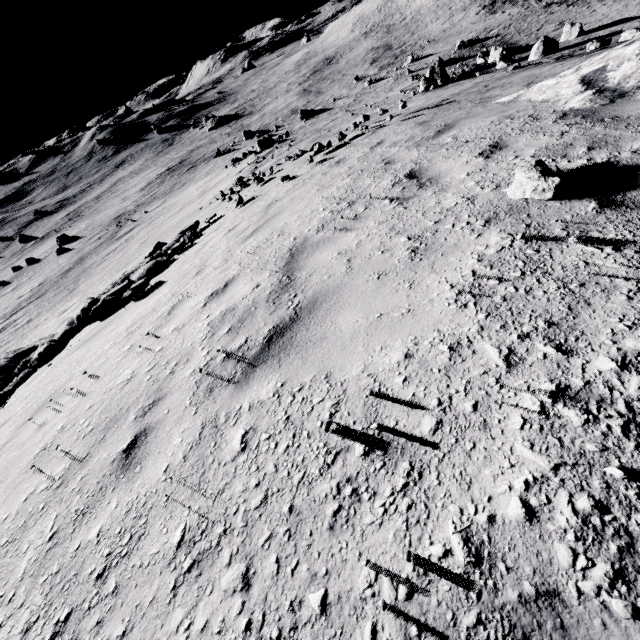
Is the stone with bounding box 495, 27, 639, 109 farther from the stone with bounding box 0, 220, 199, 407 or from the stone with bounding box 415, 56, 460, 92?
the stone with bounding box 415, 56, 460, 92

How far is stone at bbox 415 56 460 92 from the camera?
25.14m

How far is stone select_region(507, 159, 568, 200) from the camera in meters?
2.6

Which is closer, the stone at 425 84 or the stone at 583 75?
the stone at 583 75

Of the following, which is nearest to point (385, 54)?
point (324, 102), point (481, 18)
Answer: point (481, 18)

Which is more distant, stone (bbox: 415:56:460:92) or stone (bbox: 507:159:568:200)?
stone (bbox: 415:56:460:92)

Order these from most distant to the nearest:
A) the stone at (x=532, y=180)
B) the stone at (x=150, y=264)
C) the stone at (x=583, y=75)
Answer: the stone at (x=150, y=264), the stone at (x=583, y=75), the stone at (x=532, y=180)
